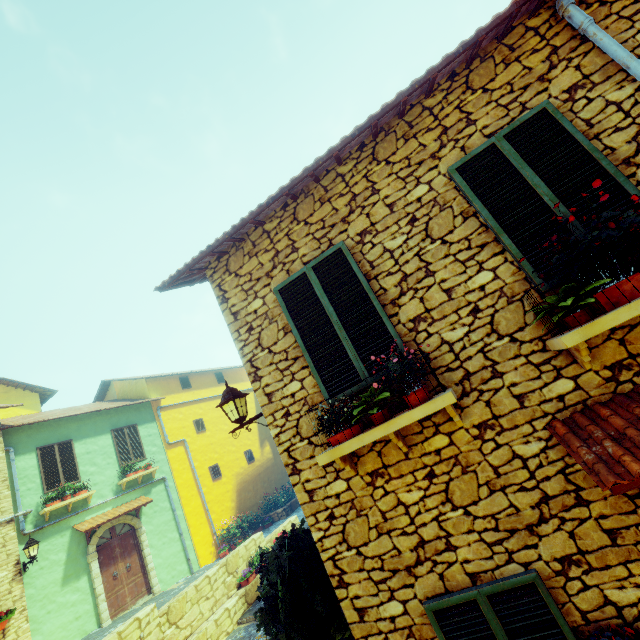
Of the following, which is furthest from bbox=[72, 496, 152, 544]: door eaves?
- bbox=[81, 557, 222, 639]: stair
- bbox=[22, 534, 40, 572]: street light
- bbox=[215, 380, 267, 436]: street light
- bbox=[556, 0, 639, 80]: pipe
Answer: bbox=[556, 0, 639, 80]: pipe

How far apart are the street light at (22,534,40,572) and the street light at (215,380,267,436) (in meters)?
10.27

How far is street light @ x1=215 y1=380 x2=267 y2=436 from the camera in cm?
463

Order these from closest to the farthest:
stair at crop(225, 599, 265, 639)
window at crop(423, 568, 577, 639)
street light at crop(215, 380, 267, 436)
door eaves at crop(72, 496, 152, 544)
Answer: window at crop(423, 568, 577, 639)
street light at crop(215, 380, 267, 436)
stair at crop(225, 599, 265, 639)
door eaves at crop(72, 496, 152, 544)

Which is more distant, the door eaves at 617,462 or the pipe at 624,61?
the pipe at 624,61

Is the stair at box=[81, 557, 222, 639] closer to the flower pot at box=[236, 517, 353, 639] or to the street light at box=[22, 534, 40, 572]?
the flower pot at box=[236, 517, 353, 639]

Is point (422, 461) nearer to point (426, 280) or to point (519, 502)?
point (519, 502)

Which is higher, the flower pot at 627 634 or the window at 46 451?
the window at 46 451
